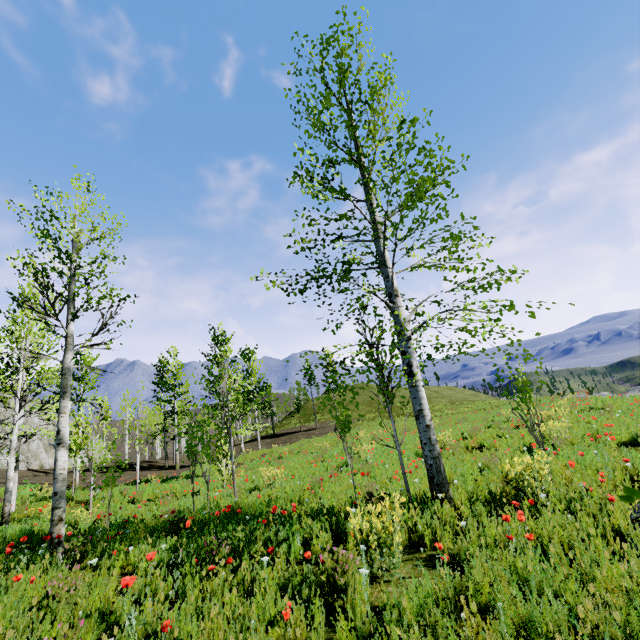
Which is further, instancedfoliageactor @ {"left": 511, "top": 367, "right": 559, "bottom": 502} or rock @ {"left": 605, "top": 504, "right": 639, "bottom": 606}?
instancedfoliageactor @ {"left": 511, "top": 367, "right": 559, "bottom": 502}

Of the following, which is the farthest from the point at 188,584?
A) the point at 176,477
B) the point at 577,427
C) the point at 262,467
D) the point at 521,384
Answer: the point at 176,477

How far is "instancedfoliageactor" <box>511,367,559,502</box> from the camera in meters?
5.3 m

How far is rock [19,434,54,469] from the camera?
39.50m

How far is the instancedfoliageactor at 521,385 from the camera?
5.3 meters

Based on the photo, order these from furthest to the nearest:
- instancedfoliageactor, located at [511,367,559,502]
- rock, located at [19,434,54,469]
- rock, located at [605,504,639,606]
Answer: rock, located at [19,434,54,469]
instancedfoliageactor, located at [511,367,559,502]
rock, located at [605,504,639,606]

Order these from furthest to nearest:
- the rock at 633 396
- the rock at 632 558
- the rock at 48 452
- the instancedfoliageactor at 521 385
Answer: the rock at 48 452, the rock at 633 396, the instancedfoliageactor at 521 385, the rock at 632 558
